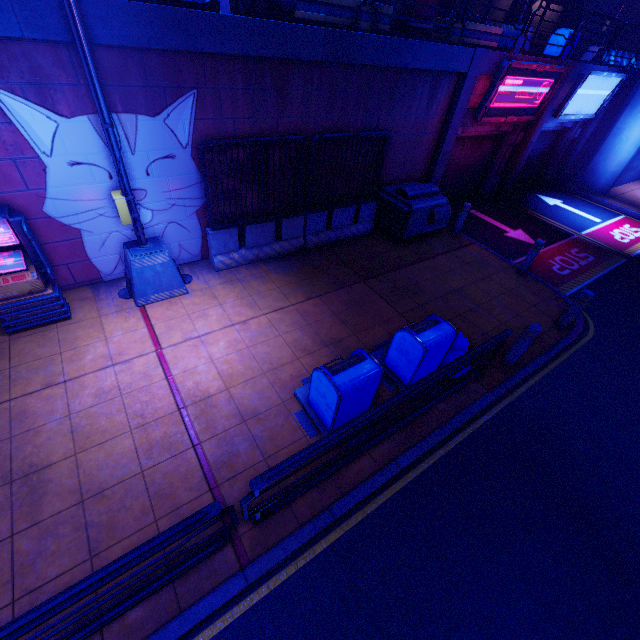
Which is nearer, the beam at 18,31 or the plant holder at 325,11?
the beam at 18,31

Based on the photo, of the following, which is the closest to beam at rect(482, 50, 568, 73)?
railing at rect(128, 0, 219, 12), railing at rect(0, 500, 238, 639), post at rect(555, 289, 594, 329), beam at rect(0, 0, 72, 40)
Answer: beam at rect(0, 0, 72, 40)

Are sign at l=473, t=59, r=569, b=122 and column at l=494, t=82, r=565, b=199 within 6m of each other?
yes

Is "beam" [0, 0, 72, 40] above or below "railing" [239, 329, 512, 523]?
→ above

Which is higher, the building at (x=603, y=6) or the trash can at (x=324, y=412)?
the building at (x=603, y=6)

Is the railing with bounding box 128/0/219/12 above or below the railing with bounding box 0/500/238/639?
above

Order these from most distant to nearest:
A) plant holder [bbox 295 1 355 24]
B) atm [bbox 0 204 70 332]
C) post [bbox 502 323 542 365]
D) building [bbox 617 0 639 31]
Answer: building [bbox 617 0 639 31] → plant holder [bbox 295 1 355 24] → post [bbox 502 323 542 365] → atm [bbox 0 204 70 332]

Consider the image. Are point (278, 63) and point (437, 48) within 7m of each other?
yes
